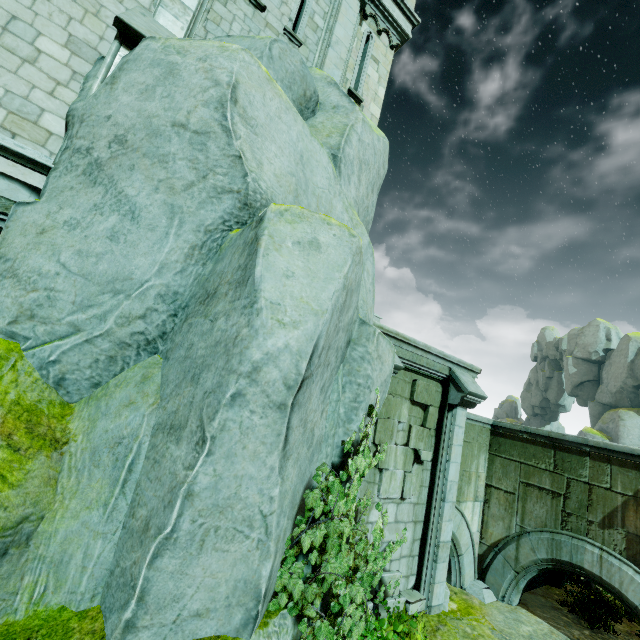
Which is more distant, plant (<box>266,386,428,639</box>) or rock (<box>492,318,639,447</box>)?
Answer: rock (<box>492,318,639,447</box>)

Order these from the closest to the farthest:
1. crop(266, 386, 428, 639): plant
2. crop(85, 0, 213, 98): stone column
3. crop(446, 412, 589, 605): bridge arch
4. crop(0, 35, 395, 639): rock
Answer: crop(0, 35, 395, 639): rock
crop(266, 386, 428, 639): plant
crop(85, 0, 213, 98): stone column
crop(446, 412, 589, 605): bridge arch

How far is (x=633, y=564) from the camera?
7.3 meters

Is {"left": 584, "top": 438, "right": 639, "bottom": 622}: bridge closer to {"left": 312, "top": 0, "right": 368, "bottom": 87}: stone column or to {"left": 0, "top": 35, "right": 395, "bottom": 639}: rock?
{"left": 0, "top": 35, "right": 395, "bottom": 639}: rock

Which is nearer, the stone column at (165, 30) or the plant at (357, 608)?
the plant at (357, 608)

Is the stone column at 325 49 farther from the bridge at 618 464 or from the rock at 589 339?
the rock at 589 339

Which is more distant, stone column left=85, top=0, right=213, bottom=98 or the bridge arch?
the bridge arch

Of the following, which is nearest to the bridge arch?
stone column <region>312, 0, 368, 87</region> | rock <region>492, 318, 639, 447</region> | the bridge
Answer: the bridge
